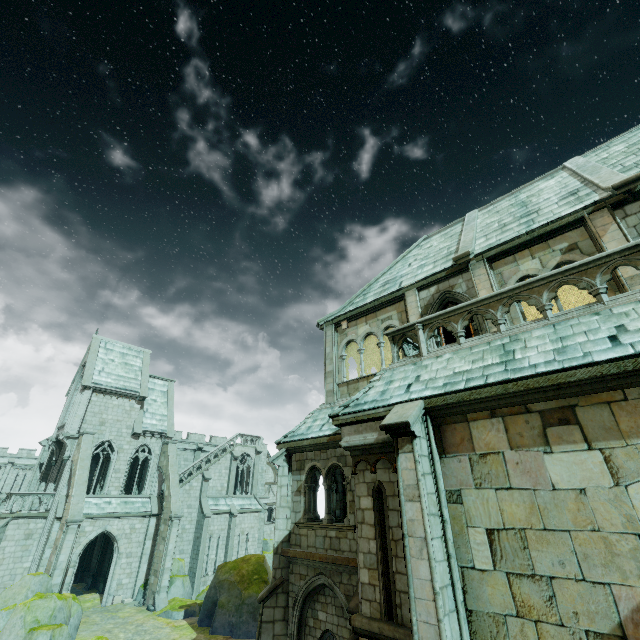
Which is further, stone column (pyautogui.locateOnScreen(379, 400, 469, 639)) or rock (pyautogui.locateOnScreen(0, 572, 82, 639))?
rock (pyautogui.locateOnScreen(0, 572, 82, 639))

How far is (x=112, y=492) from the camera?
27.0m

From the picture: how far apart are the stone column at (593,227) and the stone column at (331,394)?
9.5 meters

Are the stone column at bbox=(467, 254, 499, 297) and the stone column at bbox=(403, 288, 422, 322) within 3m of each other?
yes

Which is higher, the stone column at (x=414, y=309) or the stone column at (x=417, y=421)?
the stone column at (x=414, y=309)

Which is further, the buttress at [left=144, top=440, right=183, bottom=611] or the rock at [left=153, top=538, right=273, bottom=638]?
the buttress at [left=144, top=440, right=183, bottom=611]

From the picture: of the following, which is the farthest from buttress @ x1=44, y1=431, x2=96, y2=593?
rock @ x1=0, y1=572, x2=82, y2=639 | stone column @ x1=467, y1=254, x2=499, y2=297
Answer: stone column @ x1=467, y1=254, x2=499, y2=297

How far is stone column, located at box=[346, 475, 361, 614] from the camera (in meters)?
7.43
